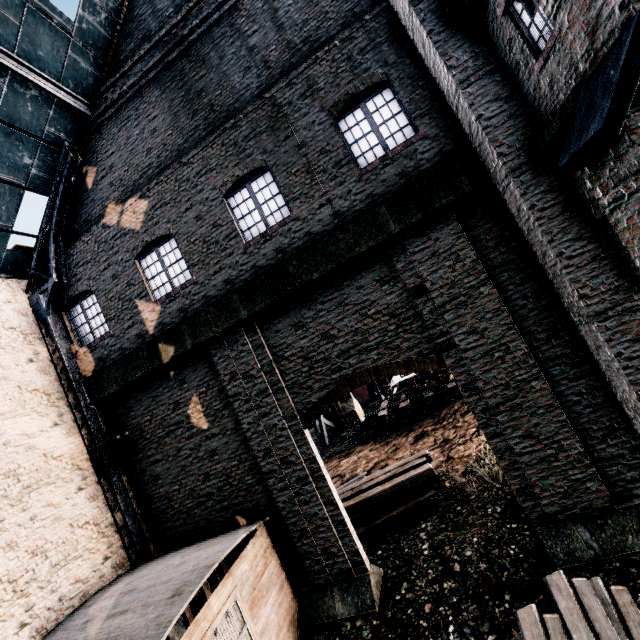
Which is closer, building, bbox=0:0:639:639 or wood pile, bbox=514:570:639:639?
wood pile, bbox=514:570:639:639

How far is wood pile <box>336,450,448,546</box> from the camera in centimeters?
1212cm

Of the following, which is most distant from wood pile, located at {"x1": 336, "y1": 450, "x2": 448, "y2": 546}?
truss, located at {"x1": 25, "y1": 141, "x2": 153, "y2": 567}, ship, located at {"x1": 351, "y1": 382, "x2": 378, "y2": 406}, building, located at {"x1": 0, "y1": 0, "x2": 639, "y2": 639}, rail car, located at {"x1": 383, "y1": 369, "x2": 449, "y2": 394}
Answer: ship, located at {"x1": 351, "y1": 382, "x2": 378, "y2": 406}

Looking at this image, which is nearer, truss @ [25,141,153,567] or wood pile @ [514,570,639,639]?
wood pile @ [514,570,639,639]

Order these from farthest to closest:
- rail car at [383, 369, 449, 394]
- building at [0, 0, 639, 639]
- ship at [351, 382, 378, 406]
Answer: ship at [351, 382, 378, 406]
rail car at [383, 369, 449, 394]
building at [0, 0, 639, 639]

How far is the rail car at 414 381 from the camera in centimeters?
2470cm

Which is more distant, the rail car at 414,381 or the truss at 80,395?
the rail car at 414,381

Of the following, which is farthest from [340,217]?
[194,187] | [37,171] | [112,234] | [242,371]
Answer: [37,171]
